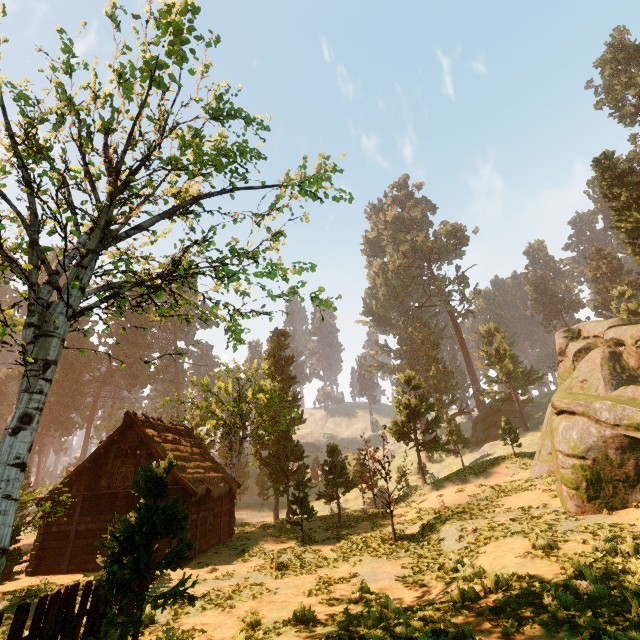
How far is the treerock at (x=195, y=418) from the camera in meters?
25.1 m

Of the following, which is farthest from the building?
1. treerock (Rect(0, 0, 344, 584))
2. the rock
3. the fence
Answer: the rock

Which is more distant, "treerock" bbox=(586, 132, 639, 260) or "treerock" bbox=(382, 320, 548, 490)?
"treerock" bbox=(382, 320, 548, 490)

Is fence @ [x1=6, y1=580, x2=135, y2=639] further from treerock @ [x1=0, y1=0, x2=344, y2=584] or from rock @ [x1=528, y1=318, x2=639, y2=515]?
rock @ [x1=528, y1=318, x2=639, y2=515]

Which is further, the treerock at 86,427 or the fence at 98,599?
the treerock at 86,427

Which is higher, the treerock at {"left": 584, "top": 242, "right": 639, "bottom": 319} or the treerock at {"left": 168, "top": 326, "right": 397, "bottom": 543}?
the treerock at {"left": 584, "top": 242, "right": 639, "bottom": 319}

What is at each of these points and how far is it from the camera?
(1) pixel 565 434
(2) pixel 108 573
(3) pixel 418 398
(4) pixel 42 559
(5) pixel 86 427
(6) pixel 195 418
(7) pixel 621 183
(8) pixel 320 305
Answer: (1) rock, 14.73m
(2) treerock, 6.12m
(3) treerock, 33.09m
(4) building, 17.09m
(5) treerock, 57.06m
(6) treerock, 44.84m
(7) treerock, 29.84m
(8) treerock, 10.53m
